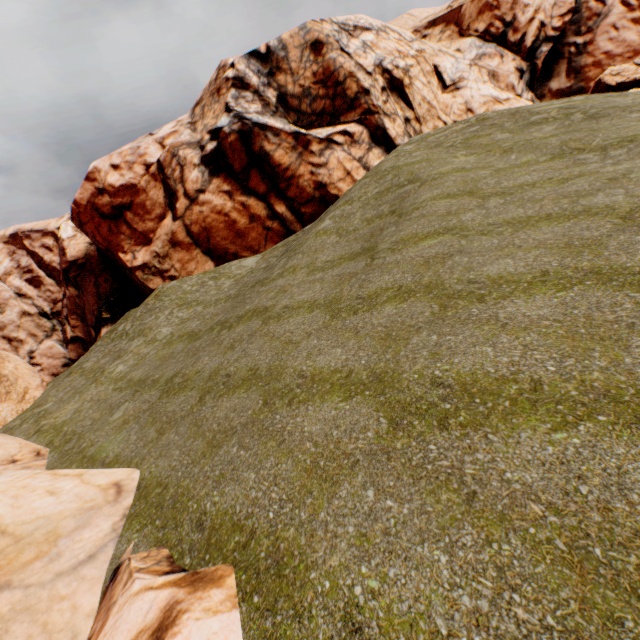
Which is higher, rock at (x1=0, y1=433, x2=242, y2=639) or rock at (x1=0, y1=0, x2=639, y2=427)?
rock at (x1=0, y1=0, x2=639, y2=427)

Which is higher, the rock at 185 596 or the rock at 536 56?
the rock at 536 56

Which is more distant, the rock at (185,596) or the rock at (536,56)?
the rock at (536,56)

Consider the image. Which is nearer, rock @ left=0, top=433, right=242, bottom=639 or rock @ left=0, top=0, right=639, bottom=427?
rock @ left=0, top=433, right=242, bottom=639

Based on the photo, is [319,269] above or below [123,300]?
below
